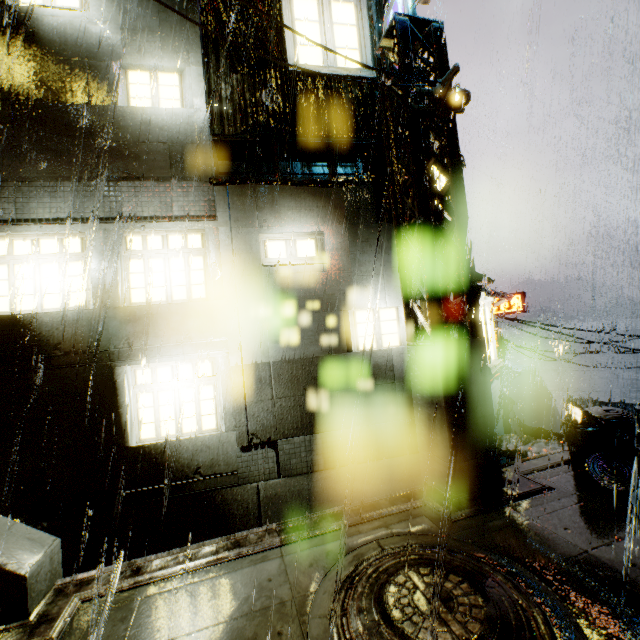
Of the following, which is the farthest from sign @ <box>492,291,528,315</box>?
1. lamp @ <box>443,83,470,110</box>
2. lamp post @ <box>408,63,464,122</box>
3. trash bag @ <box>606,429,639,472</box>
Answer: lamp @ <box>443,83,470,110</box>

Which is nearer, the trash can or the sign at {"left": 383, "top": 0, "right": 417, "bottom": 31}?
the trash can

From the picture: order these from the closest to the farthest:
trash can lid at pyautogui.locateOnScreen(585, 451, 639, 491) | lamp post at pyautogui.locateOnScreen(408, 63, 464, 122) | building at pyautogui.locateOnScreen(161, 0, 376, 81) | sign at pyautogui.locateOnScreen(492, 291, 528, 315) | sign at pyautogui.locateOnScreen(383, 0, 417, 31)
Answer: Answer:
1. trash can lid at pyautogui.locateOnScreen(585, 451, 639, 491)
2. lamp post at pyautogui.locateOnScreen(408, 63, 464, 122)
3. sign at pyautogui.locateOnScreen(383, 0, 417, 31)
4. building at pyautogui.locateOnScreen(161, 0, 376, 81)
5. sign at pyautogui.locateOnScreen(492, 291, 528, 315)

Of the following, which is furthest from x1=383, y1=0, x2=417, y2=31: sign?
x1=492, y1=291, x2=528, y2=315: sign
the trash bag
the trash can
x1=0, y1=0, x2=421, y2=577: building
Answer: x1=492, y1=291, x2=528, y2=315: sign

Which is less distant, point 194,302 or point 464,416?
point 464,416

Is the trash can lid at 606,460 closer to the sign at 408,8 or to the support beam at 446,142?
the support beam at 446,142

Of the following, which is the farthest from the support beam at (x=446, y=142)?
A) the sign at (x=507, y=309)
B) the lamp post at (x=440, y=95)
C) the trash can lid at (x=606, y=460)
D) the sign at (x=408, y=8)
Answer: the sign at (x=507, y=309)
